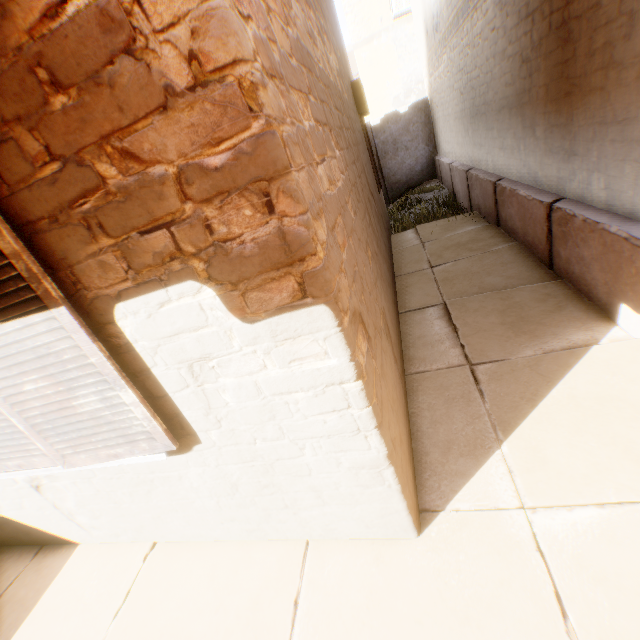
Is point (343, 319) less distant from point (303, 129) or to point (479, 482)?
point (303, 129)
